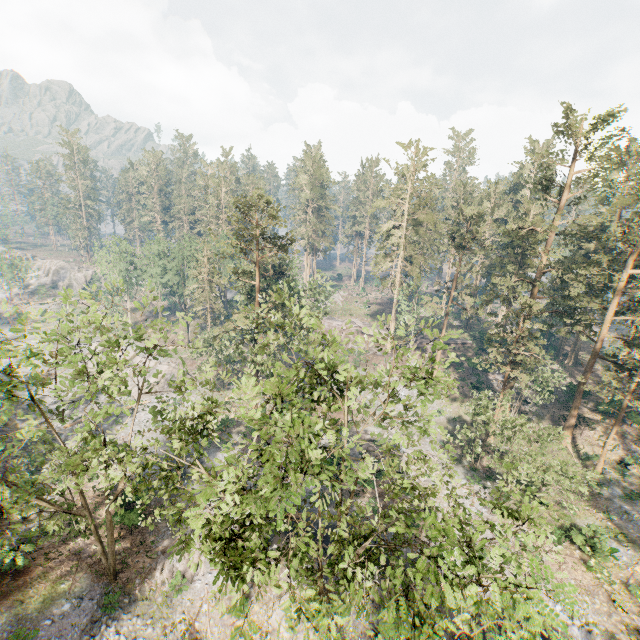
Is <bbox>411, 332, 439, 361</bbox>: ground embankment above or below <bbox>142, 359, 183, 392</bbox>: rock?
above

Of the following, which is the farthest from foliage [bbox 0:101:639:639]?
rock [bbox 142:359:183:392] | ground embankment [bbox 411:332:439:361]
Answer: rock [bbox 142:359:183:392]

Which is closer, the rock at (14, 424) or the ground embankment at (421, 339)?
the rock at (14, 424)

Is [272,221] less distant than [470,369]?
Yes

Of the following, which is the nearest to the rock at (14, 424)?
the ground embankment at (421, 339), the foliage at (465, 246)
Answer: the foliage at (465, 246)

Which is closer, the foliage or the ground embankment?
the foliage

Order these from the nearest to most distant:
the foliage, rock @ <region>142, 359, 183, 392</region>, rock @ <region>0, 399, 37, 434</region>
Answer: the foliage, rock @ <region>0, 399, 37, 434</region>, rock @ <region>142, 359, 183, 392</region>
